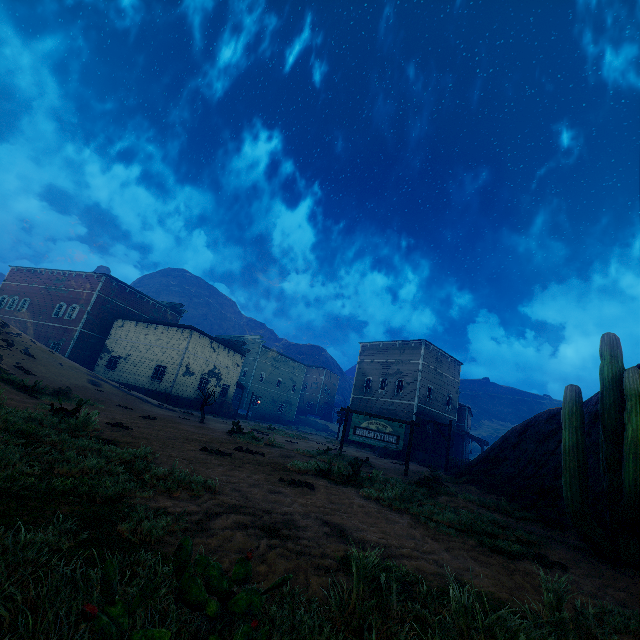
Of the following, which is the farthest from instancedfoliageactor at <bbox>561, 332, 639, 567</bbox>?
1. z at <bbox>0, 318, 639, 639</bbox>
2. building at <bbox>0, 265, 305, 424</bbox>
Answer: building at <bbox>0, 265, 305, 424</bbox>

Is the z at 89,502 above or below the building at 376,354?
below

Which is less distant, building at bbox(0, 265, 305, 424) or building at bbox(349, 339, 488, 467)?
building at bbox(349, 339, 488, 467)

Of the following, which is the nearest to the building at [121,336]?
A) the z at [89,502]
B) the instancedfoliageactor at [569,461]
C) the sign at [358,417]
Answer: the z at [89,502]

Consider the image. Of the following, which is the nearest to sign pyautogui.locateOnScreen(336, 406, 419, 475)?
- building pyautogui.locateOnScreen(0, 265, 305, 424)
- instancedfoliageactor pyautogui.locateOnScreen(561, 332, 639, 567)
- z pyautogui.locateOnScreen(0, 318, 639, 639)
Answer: z pyautogui.locateOnScreen(0, 318, 639, 639)

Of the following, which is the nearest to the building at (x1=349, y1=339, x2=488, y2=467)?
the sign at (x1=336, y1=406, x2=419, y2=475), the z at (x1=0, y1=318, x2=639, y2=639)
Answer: the z at (x1=0, y1=318, x2=639, y2=639)

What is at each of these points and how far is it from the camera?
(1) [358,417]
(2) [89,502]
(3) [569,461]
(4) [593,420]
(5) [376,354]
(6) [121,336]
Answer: (1) sign, 14.51m
(2) z, 3.17m
(3) instancedfoliageactor, 6.00m
(4) z, 9.02m
(5) building, 34.91m
(6) building, 32.66m

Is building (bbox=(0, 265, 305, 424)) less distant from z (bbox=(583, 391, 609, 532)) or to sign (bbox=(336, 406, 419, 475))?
z (bbox=(583, 391, 609, 532))
